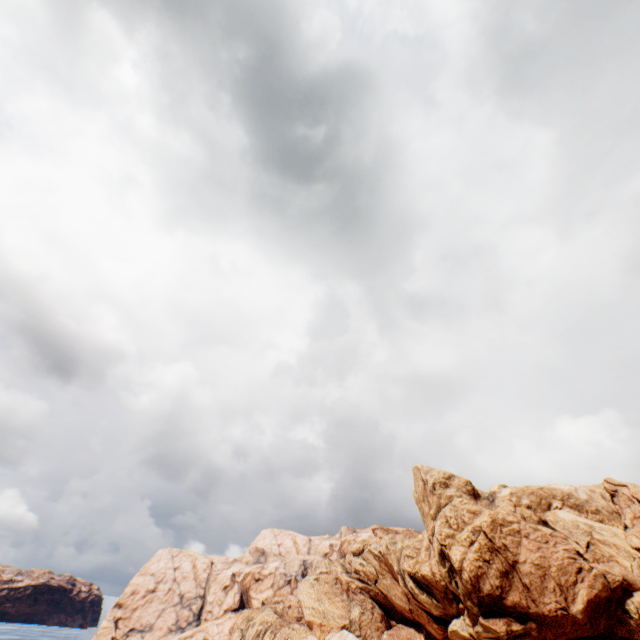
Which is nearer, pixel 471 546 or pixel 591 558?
pixel 591 558
